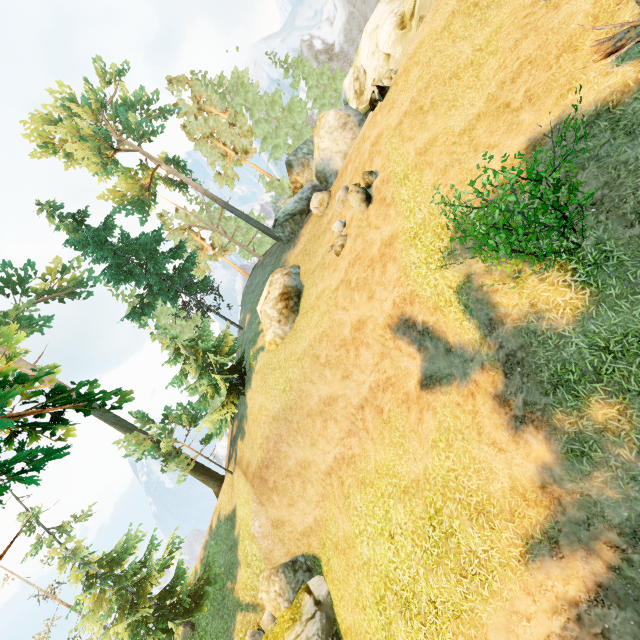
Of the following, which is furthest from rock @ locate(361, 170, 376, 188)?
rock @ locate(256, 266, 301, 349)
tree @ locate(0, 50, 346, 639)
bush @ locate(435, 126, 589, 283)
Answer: tree @ locate(0, 50, 346, 639)

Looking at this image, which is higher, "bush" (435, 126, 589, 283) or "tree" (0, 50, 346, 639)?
"tree" (0, 50, 346, 639)

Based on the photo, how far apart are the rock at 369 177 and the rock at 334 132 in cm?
860

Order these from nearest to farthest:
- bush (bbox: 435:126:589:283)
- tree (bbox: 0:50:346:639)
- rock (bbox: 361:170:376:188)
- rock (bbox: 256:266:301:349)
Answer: bush (bbox: 435:126:589:283), tree (bbox: 0:50:346:639), rock (bbox: 361:170:376:188), rock (bbox: 256:266:301:349)

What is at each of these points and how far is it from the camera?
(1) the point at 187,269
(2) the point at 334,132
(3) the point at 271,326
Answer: (1) tree, 26.1 meters
(2) rock, 21.2 meters
(3) rock, 18.2 meters

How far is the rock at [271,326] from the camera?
17.9m

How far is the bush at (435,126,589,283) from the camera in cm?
554

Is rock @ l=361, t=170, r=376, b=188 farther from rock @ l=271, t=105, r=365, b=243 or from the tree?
the tree
